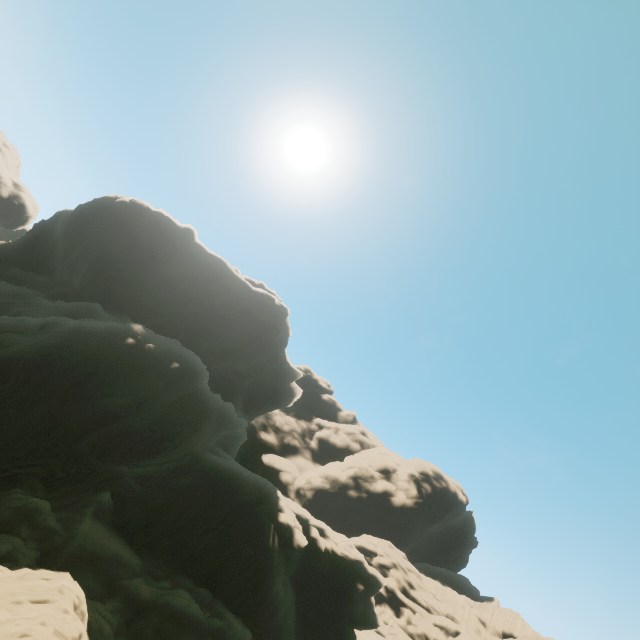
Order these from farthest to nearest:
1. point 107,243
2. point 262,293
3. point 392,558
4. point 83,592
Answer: point 392,558 < point 262,293 < point 107,243 < point 83,592
